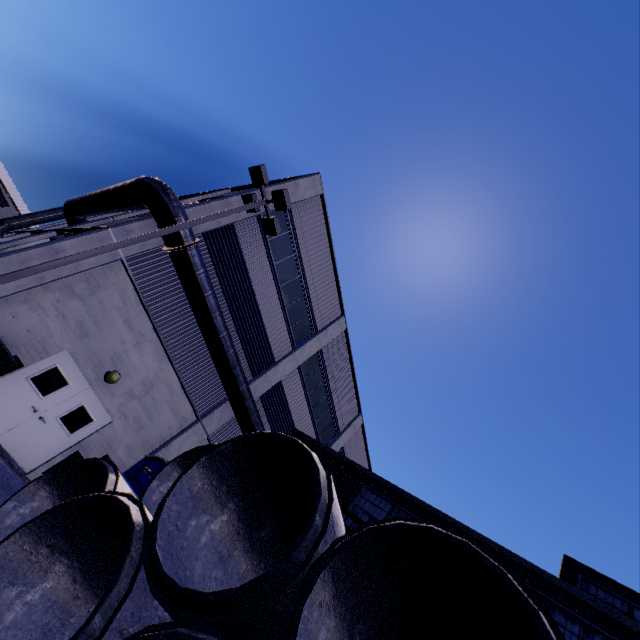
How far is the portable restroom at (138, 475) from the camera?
8.2m

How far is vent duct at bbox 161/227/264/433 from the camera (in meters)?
10.49

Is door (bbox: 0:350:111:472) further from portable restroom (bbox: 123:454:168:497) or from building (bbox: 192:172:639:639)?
portable restroom (bbox: 123:454:168:497)

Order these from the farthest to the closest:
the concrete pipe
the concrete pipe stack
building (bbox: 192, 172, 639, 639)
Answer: building (bbox: 192, 172, 639, 639) < the concrete pipe < the concrete pipe stack

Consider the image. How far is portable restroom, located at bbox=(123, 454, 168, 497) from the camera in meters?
8.2

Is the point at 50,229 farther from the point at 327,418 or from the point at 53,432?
the point at 327,418

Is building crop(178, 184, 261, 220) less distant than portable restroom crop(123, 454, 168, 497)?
No

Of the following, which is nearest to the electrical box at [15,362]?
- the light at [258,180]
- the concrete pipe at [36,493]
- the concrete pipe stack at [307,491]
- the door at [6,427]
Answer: the light at [258,180]
